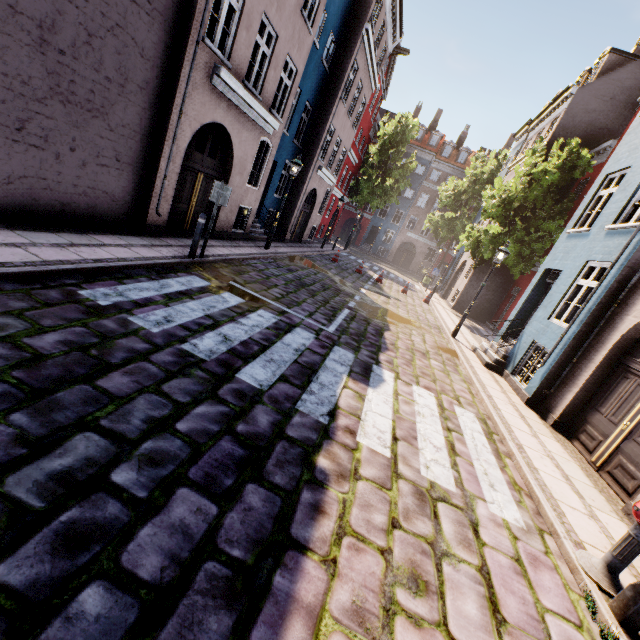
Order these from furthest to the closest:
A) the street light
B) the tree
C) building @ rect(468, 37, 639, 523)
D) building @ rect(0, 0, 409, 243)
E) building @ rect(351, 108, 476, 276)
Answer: building @ rect(351, 108, 476, 276)
the tree
building @ rect(468, 37, 639, 523)
building @ rect(0, 0, 409, 243)
the street light

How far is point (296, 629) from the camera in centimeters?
200cm

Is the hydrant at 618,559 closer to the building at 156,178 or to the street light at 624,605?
the street light at 624,605

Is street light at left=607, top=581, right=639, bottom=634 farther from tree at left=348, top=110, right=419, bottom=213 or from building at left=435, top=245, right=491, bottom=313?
tree at left=348, top=110, right=419, bottom=213

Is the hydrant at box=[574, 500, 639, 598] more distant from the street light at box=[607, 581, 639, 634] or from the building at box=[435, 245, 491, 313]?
the building at box=[435, 245, 491, 313]

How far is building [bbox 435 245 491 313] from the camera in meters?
20.5 m

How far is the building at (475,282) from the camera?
20.5m
